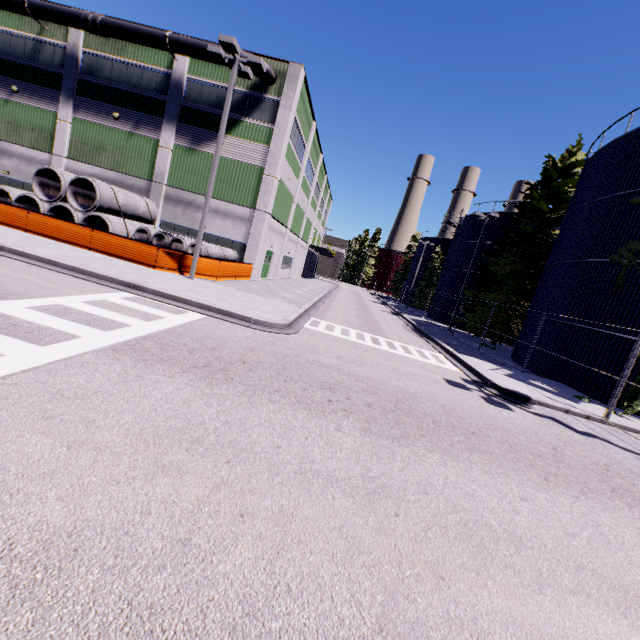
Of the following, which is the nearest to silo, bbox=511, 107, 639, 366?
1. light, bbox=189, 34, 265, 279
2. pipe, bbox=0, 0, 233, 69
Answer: light, bbox=189, 34, 265, 279

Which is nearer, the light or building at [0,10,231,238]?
the light

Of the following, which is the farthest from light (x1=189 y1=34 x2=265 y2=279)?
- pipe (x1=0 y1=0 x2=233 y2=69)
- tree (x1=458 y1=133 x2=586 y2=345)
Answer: tree (x1=458 y1=133 x2=586 y2=345)

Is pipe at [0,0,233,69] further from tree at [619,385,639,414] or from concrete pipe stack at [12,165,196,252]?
concrete pipe stack at [12,165,196,252]

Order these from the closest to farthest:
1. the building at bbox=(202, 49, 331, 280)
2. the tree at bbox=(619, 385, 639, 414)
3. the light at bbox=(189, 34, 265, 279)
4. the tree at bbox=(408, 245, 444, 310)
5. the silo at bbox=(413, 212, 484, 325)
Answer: the tree at bbox=(619, 385, 639, 414) → the light at bbox=(189, 34, 265, 279) → the building at bbox=(202, 49, 331, 280) → the silo at bbox=(413, 212, 484, 325) → the tree at bbox=(408, 245, 444, 310)

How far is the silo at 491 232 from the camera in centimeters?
3136cm

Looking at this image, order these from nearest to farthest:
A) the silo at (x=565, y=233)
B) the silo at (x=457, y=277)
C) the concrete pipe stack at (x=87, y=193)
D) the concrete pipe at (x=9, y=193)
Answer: the silo at (x=565, y=233) → the concrete pipe stack at (x=87, y=193) → the concrete pipe at (x=9, y=193) → the silo at (x=457, y=277)

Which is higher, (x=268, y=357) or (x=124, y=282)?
(x=124, y=282)
